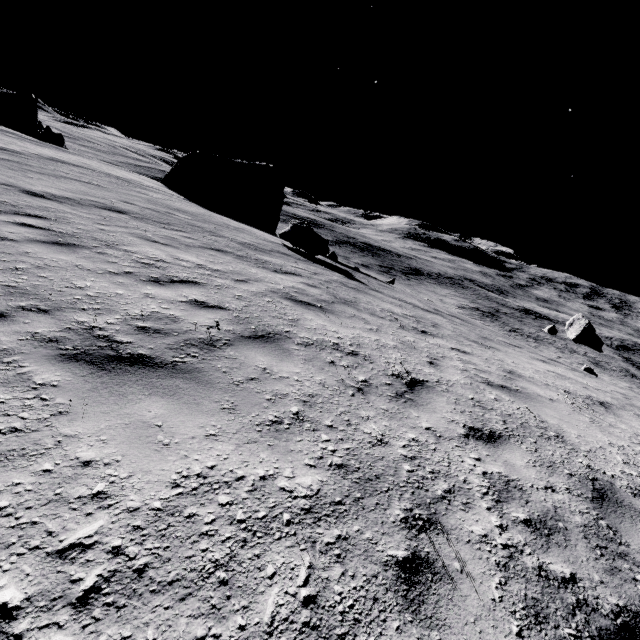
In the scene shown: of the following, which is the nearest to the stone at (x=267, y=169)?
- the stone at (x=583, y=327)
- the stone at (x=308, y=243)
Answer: the stone at (x=308, y=243)

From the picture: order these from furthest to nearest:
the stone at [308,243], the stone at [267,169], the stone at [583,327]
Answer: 1. the stone at [267,169]
2. the stone at [583,327]
3. the stone at [308,243]

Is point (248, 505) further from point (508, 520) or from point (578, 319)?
point (578, 319)

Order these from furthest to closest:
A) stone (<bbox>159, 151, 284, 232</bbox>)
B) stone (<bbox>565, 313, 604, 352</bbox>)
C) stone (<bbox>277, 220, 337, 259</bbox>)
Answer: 1. stone (<bbox>159, 151, 284, 232</bbox>)
2. stone (<bbox>565, 313, 604, 352</bbox>)
3. stone (<bbox>277, 220, 337, 259</bbox>)

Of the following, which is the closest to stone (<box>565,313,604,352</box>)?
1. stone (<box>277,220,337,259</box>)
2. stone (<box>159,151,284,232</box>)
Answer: stone (<box>277,220,337,259</box>)

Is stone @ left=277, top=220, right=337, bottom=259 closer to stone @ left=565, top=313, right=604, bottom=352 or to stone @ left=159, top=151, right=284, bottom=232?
stone @ left=159, top=151, right=284, bottom=232
